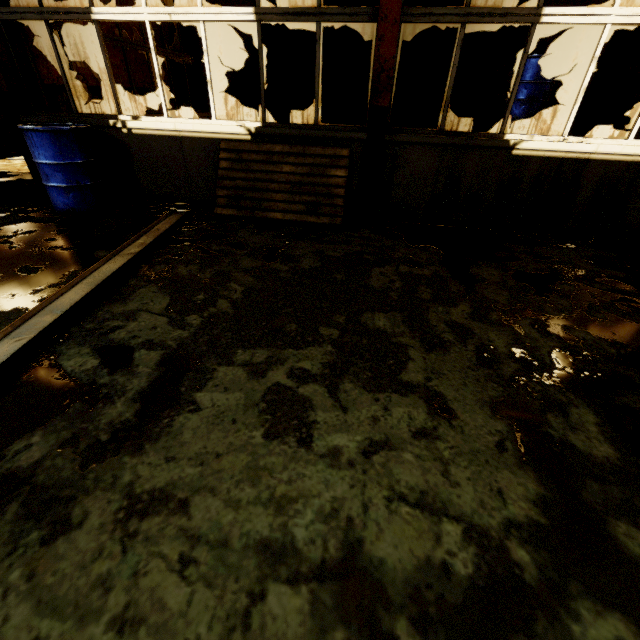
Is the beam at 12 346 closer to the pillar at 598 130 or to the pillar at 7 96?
the pillar at 7 96

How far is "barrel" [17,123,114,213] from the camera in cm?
373

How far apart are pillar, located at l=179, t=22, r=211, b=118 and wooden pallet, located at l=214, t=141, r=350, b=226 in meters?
5.3

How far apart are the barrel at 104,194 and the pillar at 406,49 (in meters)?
6.09

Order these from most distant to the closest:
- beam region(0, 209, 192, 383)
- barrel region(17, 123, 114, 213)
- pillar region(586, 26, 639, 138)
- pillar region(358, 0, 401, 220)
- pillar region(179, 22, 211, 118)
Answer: pillar region(179, 22, 211, 118) → pillar region(586, 26, 639, 138) → barrel region(17, 123, 114, 213) → pillar region(358, 0, 401, 220) → beam region(0, 209, 192, 383)

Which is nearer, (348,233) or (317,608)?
(317,608)

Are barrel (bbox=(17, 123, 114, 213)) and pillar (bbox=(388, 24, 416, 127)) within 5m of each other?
no

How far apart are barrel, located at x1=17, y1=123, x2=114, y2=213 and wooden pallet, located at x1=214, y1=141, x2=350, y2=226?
1.6 meters
